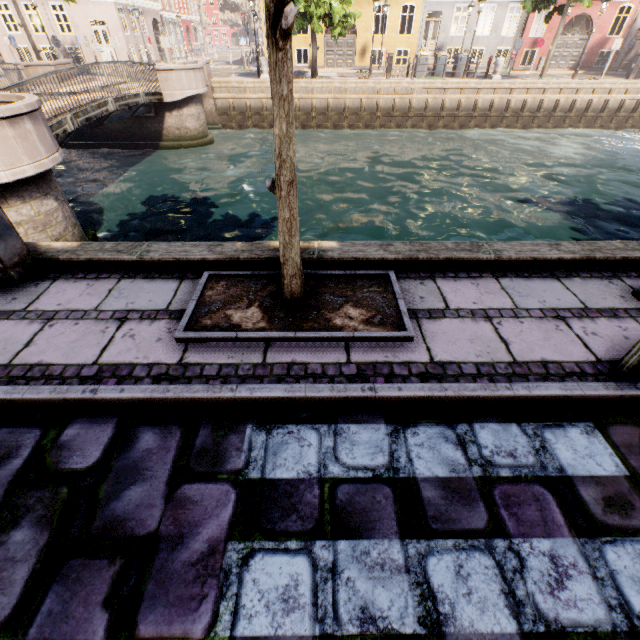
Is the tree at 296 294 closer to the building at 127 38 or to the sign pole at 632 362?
the sign pole at 632 362

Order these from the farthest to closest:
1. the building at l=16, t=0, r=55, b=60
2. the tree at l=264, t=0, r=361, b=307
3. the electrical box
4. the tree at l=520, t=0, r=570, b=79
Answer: the building at l=16, t=0, r=55, b=60 → the tree at l=520, t=0, r=570, b=79 → the electrical box → the tree at l=264, t=0, r=361, b=307

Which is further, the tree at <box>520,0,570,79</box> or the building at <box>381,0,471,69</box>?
the building at <box>381,0,471,69</box>

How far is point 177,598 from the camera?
1.54m

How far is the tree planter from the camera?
2.7 meters

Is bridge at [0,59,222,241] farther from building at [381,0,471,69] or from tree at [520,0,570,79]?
building at [381,0,471,69]

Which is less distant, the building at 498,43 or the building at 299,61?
the building at 498,43

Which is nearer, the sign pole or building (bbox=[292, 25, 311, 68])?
the sign pole
